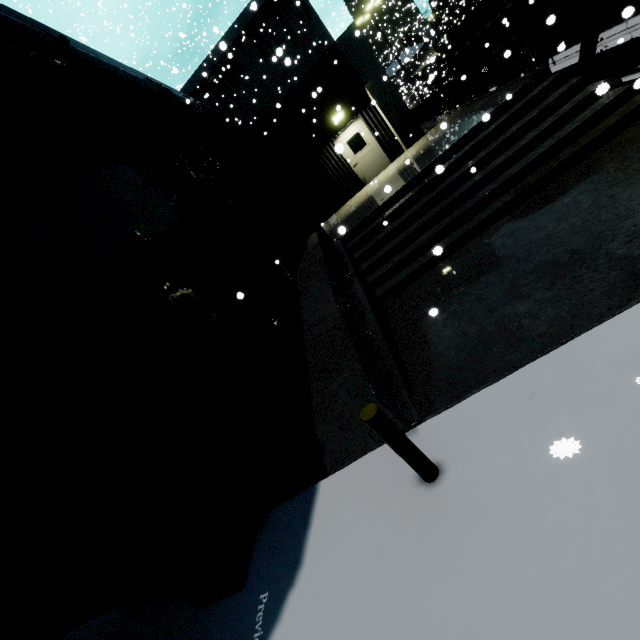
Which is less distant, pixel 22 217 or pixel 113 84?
pixel 22 217

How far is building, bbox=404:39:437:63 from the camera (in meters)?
17.80

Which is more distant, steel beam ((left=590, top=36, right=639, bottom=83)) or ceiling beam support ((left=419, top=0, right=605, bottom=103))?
steel beam ((left=590, top=36, right=639, bottom=83))

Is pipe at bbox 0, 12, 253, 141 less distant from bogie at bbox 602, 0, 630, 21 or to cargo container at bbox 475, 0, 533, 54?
cargo container at bbox 475, 0, 533, 54

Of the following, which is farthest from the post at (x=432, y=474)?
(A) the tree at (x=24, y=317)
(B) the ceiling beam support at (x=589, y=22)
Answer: (B) the ceiling beam support at (x=589, y=22)

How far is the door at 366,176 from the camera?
14.2m

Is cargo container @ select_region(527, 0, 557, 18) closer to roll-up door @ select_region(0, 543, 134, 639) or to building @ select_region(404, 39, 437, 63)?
building @ select_region(404, 39, 437, 63)

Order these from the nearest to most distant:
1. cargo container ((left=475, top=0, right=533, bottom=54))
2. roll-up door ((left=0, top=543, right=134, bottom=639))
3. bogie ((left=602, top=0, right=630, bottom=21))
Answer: roll-up door ((left=0, top=543, right=134, bottom=639)), bogie ((left=602, top=0, right=630, bottom=21)), cargo container ((left=475, top=0, right=533, bottom=54))
